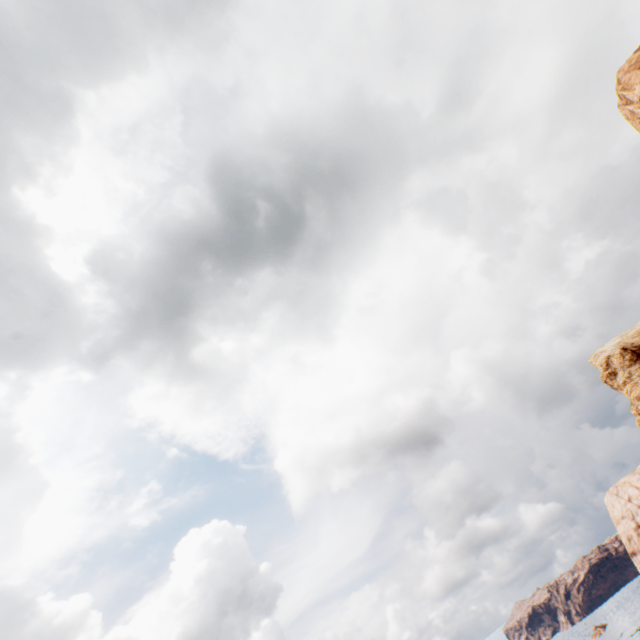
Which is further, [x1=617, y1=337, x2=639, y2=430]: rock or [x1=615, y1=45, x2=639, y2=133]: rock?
[x1=617, y1=337, x2=639, y2=430]: rock

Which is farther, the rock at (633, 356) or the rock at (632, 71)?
the rock at (633, 356)

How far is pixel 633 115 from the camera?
15.09m
